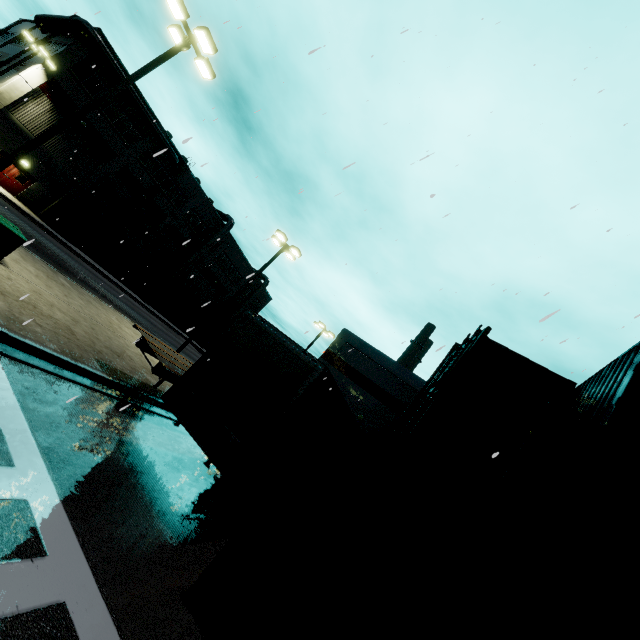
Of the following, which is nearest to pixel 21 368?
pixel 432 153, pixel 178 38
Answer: pixel 432 153

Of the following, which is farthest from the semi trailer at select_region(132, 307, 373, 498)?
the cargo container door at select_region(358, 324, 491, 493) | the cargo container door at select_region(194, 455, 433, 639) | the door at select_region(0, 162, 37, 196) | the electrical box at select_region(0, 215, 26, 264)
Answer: the electrical box at select_region(0, 215, 26, 264)

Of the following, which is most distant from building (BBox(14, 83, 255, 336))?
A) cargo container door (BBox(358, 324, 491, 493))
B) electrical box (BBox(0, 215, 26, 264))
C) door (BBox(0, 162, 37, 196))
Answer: electrical box (BBox(0, 215, 26, 264))

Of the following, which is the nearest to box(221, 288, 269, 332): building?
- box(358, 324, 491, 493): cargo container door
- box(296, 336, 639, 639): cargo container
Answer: box(296, 336, 639, 639): cargo container

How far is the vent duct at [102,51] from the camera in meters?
25.6 m

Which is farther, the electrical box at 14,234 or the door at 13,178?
the door at 13,178

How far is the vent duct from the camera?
25.61m

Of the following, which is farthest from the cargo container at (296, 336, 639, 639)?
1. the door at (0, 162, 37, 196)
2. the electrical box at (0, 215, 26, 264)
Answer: the electrical box at (0, 215, 26, 264)
